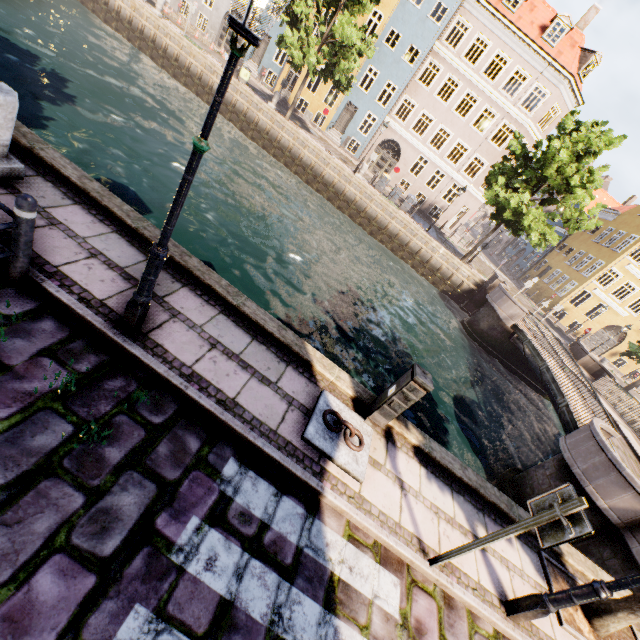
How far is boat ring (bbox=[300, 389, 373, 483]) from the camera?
4.17m

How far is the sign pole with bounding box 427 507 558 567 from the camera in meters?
3.1

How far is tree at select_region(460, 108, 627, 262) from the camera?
17.75m

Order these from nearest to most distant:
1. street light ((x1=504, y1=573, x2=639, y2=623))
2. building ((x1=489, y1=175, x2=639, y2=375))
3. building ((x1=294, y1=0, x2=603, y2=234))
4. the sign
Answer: the sign, street light ((x1=504, y1=573, x2=639, y2=623)), building ((x1=294, y1=0, x2=603, y2=234)), building ((x1=489, y1=175, x2=639, y2=375))

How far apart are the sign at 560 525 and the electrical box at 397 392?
1.6m

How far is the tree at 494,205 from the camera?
17.75m

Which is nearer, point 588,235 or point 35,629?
point 35,629

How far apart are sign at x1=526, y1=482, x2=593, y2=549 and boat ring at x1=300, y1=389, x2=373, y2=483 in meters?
1.9 m
